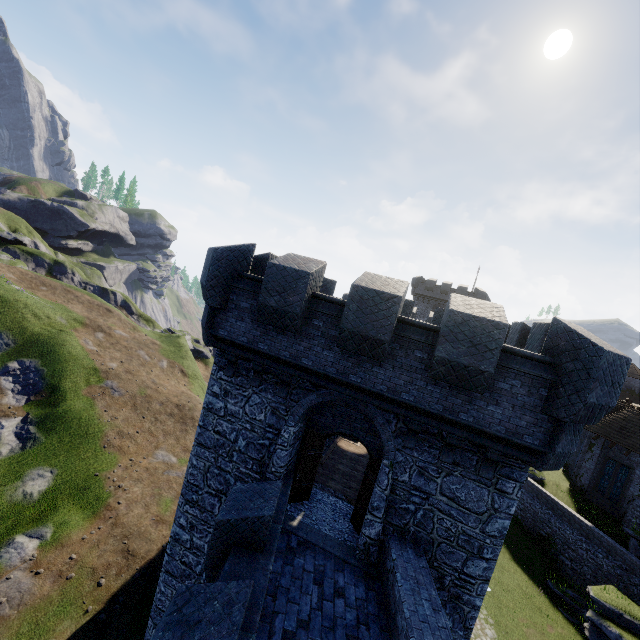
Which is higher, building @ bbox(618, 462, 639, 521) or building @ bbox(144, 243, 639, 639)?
building @ bbox(144, 243, 639, 639)

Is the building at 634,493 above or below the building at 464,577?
below

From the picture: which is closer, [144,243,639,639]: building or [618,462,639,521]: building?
[144,243,639,639]: building

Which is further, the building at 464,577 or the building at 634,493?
the building at 634,493

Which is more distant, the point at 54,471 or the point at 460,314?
the point at 54,471
